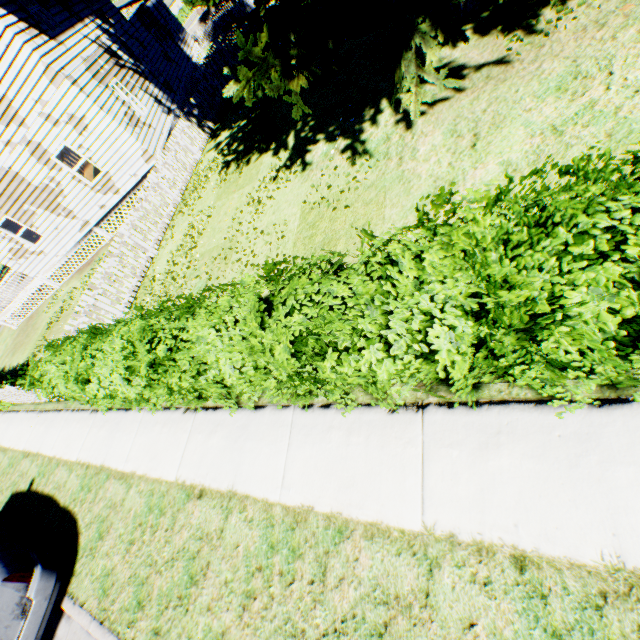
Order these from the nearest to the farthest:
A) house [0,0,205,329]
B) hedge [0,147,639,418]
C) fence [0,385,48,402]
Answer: hedge [0,147,639,418], fence [0,385,48,402], house [0,0,205,329]

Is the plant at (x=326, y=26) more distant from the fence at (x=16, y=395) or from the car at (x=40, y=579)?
the car at (x=40, y=579)

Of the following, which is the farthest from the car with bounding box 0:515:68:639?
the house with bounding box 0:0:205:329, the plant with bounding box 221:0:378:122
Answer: the house with bounding box 0:0:205:329

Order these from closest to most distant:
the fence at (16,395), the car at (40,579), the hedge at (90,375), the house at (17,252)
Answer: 1. the hedge at (90,375)
2. the car at (40,579)
3. the fence at (16,395)
4. the house at (17,252)

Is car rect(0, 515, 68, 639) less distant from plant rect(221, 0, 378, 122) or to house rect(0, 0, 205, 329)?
plant rect(221, 0, 378, 122)

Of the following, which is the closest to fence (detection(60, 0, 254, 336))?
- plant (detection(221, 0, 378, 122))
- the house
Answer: plant (detection(221, 0, 378, 122))

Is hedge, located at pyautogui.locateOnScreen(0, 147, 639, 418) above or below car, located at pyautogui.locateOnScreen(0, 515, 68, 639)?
above

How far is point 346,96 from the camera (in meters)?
8.13
